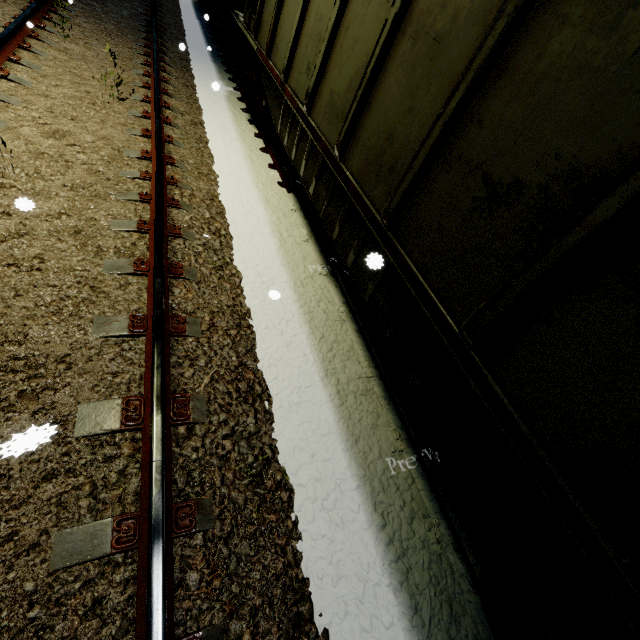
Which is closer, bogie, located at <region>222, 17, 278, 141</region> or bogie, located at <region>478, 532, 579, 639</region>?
bogie, located at <region>478, 532, 579, 639</region>

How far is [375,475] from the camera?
2.69m

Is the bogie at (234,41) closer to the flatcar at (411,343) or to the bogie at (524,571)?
the flatcar at (411,343)

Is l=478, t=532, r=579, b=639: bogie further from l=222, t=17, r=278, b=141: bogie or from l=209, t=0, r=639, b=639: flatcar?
l=222, t=17, r=278, b=141: bogie

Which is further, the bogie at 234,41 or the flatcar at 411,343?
the bogie at 234,41

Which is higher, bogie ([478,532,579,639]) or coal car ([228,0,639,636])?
coal car ([228,0,639,636])

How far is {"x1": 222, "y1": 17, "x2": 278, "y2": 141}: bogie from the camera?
6.09m

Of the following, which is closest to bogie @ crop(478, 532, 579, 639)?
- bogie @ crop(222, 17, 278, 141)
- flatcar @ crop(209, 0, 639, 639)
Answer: flatcar @ crop(209, 0, 639, 639)
